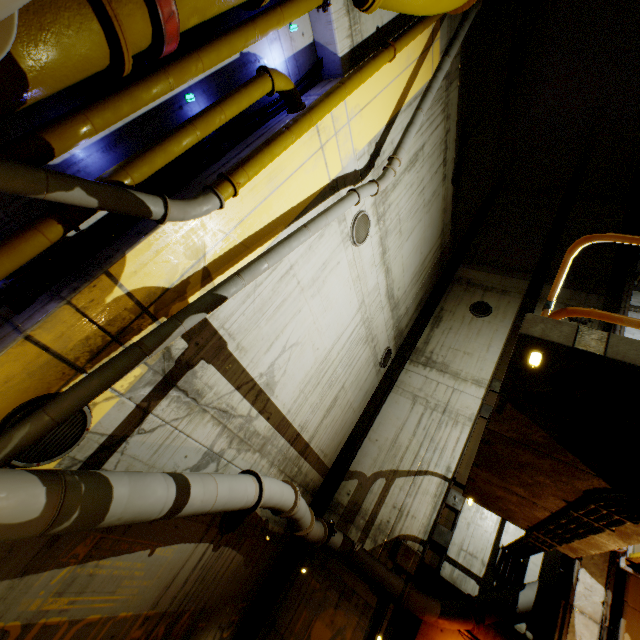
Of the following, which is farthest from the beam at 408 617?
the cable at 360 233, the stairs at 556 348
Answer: the cable at 360 233

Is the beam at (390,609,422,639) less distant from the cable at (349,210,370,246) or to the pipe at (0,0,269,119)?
the pipe at (0,0,269,119)

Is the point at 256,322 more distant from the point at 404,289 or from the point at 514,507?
the point at 404,289

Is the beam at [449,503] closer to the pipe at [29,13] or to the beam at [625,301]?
the pipe at [29,13]

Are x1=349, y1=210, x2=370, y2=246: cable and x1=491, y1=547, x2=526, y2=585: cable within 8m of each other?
no

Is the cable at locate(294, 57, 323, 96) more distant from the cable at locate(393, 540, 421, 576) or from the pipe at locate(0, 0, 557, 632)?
the cable at locate(393, 540, 421, 576)

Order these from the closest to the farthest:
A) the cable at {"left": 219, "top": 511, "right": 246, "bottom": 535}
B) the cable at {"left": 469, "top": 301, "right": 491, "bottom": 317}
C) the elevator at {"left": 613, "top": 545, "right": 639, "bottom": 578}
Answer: the elevator at {"left": 613, "top": 545, "right": 639, "bottom": 578} < the cable at {"left": 219, "top": 511, "right": 246, "bottom": 535} < the cable at {"left": 469, "top": 301, "right": 491, "bottom": 317}

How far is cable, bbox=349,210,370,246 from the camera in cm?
721
